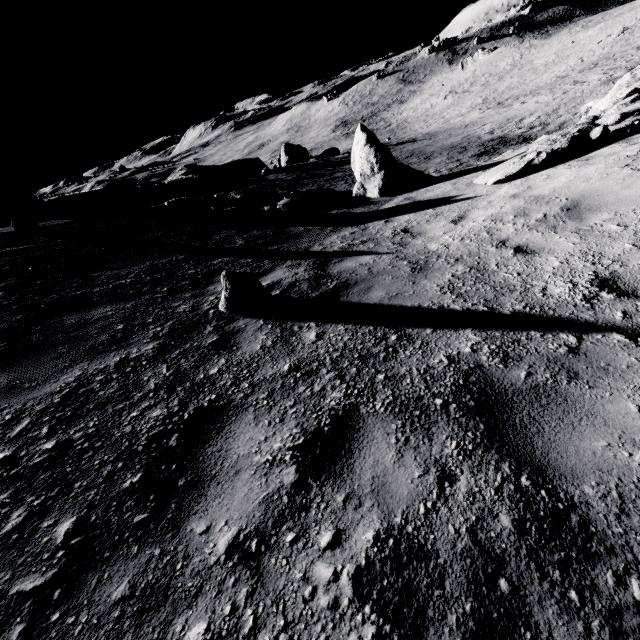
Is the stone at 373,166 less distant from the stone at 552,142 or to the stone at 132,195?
the stone at 552,142

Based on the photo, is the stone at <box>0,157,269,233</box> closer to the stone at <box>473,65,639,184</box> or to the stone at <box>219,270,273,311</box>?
the stone at <box>219,270,273,311</box>

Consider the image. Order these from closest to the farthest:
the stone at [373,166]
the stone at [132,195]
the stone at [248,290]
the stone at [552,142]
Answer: the stone at [248,290] < the stone at [552,142] < the stone at [373,166] < the stone at [132,195]

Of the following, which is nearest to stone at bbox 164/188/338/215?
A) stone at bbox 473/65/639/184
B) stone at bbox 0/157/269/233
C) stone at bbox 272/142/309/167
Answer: stone at bbox 473/65/639/184

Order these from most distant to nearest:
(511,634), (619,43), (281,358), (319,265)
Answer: (619,43) < (319,265) < (281,358) < (511,634)

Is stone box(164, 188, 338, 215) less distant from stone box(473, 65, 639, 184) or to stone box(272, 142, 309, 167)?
stone box(473, 65, 639, 184)

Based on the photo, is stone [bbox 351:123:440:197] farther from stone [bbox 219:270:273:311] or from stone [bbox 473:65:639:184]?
stone [bbox 219:270:273:311]

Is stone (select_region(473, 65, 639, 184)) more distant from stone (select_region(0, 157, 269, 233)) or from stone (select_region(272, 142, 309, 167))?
stone (select_region(272, 142, 309, 167))
